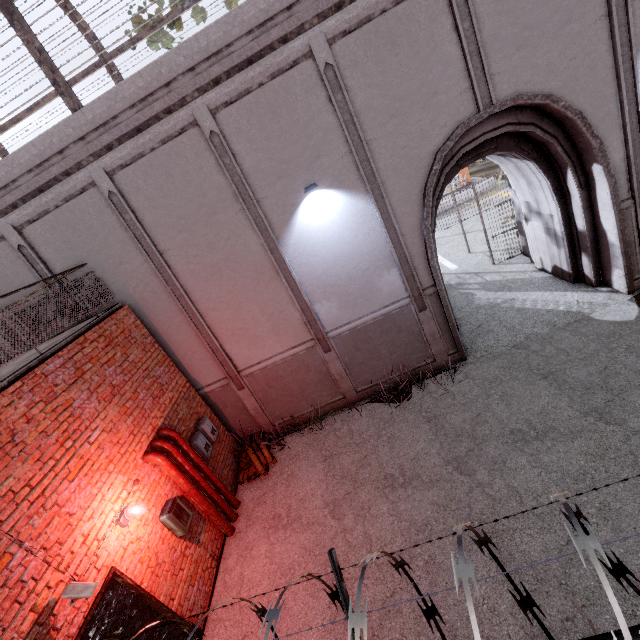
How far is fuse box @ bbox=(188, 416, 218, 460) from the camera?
7.11m

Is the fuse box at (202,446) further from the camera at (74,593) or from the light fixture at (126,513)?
the camera at (74,593)

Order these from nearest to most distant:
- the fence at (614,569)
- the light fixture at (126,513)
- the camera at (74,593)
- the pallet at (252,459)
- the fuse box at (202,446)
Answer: the fence at (614,569) < the camera at (74,593) < the light fixture at (126,513) < the fuse box at (202,446) < the pallet at (252,459)

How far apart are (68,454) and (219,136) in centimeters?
610cm

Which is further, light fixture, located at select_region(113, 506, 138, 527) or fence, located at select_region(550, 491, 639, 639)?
light fixture, located at select_region(113, 506, 138, 527)

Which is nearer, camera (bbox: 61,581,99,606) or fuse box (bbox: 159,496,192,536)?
camera (bbox: 61,581,99,606)

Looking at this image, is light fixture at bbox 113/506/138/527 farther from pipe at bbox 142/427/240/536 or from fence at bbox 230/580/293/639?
fence at bbox 230/580/293/639

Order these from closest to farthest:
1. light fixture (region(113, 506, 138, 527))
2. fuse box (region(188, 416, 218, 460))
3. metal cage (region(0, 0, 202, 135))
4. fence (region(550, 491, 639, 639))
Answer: fence (region(550, 491, 639, 639)) < light fixture (region(113, 506, 138, 527)) < metal cage (region(0, 0, 202, 135)) < fuse box (region(188, 416, 218, 460))
